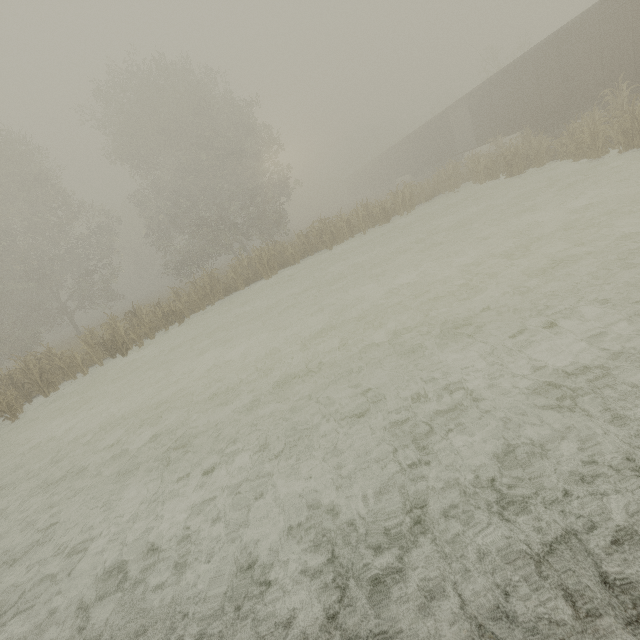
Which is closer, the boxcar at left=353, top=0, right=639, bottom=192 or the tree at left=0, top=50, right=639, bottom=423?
the boxcar at left=353, top=0, right=639, bottom=192

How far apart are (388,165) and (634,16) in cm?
3119

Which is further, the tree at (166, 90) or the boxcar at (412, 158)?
the tree at (166, 90)
